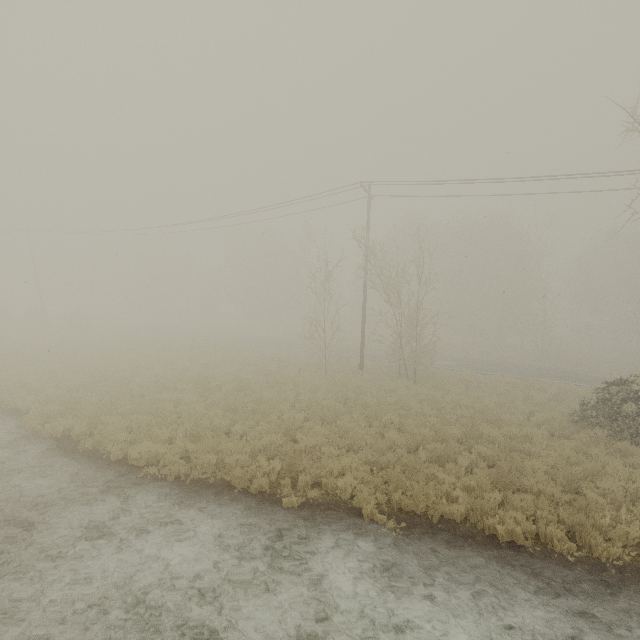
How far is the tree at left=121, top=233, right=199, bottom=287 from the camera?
56.28m

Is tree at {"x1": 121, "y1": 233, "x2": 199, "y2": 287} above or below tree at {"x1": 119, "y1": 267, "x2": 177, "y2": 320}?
above

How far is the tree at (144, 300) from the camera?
56.3 meters

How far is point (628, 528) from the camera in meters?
6.8 m
